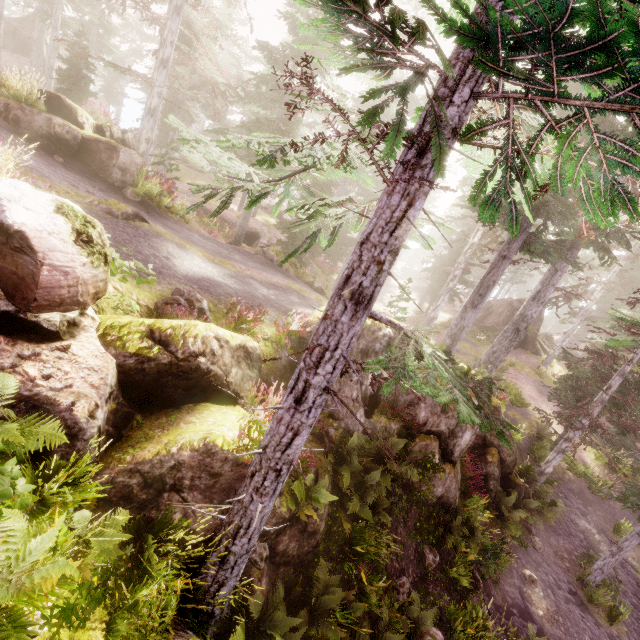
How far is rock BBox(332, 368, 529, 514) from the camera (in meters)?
9.54

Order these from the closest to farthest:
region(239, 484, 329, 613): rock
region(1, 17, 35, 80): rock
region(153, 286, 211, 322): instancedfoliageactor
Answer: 1. region(239, 484, 329, 613): rock
2. region(153, 286, 211, 322): instancedfoliageactor
3. region(1, 17, 35, 80): rock

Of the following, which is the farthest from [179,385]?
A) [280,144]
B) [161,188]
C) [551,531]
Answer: [551,531]

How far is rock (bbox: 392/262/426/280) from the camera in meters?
52.6 m

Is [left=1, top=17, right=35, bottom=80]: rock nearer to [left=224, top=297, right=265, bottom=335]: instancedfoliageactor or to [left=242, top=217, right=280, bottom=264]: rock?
[left=224, top=297, right=265, bottom=335]: instancedfoliageactor

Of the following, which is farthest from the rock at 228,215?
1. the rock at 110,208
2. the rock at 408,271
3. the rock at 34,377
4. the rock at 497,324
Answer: the rock at 408,271

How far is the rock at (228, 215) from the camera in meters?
24.5 m

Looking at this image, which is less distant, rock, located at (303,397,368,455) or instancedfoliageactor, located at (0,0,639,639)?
instancedfoliageactor, located at (0,0,639,639)
